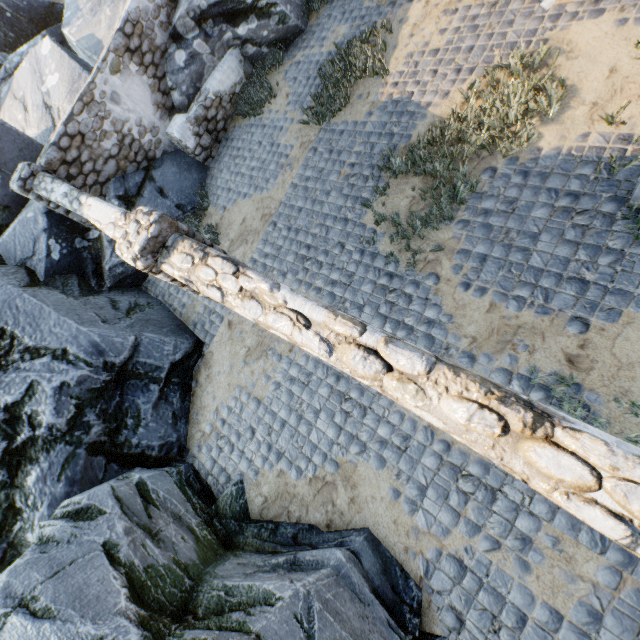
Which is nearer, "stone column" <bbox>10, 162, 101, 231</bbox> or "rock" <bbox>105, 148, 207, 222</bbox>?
"stone column" <bbox>10, 162, 101, 231</bbox>

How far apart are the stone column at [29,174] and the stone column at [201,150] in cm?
255

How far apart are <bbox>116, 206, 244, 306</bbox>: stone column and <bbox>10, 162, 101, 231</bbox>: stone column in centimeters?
535cm

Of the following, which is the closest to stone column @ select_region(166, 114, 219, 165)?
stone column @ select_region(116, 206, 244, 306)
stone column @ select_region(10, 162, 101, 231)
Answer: stone column @ select_region(10, 162, 101, 231)

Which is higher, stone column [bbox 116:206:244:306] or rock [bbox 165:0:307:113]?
stone column [bbox 116:206:244:306]

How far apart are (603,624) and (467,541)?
1.4 meters

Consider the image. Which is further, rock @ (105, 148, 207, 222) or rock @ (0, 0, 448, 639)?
rock @ (105, 148, 207, 222)

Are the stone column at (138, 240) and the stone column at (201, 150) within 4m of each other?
no
